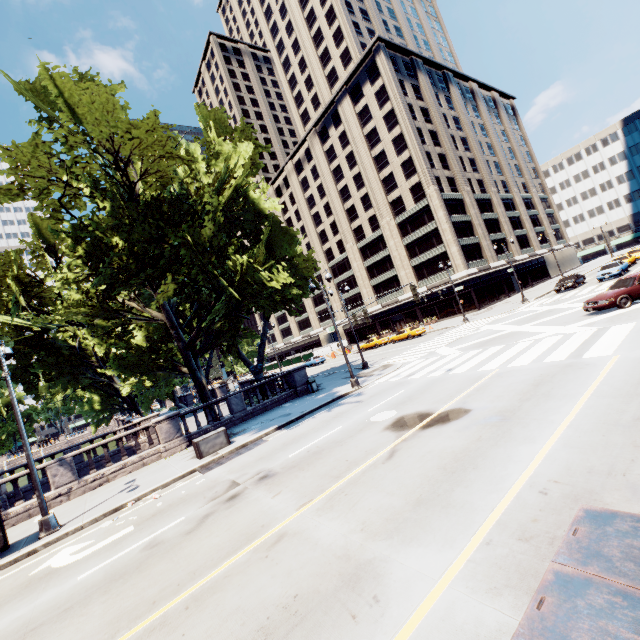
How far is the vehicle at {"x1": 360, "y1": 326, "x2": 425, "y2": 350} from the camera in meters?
39.3 m

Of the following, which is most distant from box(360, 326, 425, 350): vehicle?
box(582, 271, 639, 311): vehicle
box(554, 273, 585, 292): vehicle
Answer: box(582, 271, 639, 311): vehicle

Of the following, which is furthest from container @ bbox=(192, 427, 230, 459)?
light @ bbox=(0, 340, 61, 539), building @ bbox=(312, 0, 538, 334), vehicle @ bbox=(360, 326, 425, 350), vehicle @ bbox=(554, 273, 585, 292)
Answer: building @ bbox=(312, 0, 538, 334)

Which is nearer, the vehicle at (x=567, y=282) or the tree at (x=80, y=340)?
the tree at (x=80, y=340)

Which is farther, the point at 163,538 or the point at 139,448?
the point at 139,448

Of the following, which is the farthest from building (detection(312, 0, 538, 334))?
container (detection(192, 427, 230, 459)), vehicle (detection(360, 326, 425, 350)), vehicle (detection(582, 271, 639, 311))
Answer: container (detection(192, 427, 230, 459))

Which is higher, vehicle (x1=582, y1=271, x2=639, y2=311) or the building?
the building

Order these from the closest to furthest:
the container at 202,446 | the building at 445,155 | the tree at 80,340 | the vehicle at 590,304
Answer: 1. the tree at 80,340
2. the container at 202,446
3. the vehicle at 590,304
4. the building at 445,155
